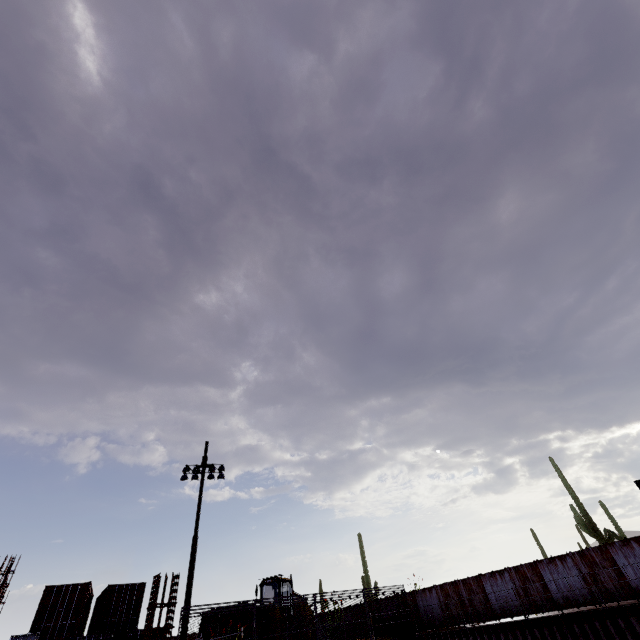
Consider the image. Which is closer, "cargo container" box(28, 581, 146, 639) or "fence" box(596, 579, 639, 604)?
"fence" box(596, 579, 639, 604)

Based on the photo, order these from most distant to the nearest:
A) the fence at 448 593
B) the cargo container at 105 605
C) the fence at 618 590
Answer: the cargo container at 105 605 < the fence at 448 593 < the fence at 618 590

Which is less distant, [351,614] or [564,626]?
[564,626]

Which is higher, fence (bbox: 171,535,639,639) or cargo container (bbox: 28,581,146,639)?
cargo container (bbox: 28,581,146,639)

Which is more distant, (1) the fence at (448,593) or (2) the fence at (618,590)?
(1) the fence at (448,593)

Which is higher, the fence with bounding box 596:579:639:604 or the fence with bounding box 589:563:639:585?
the fence with bounding box 589:563:639:585
